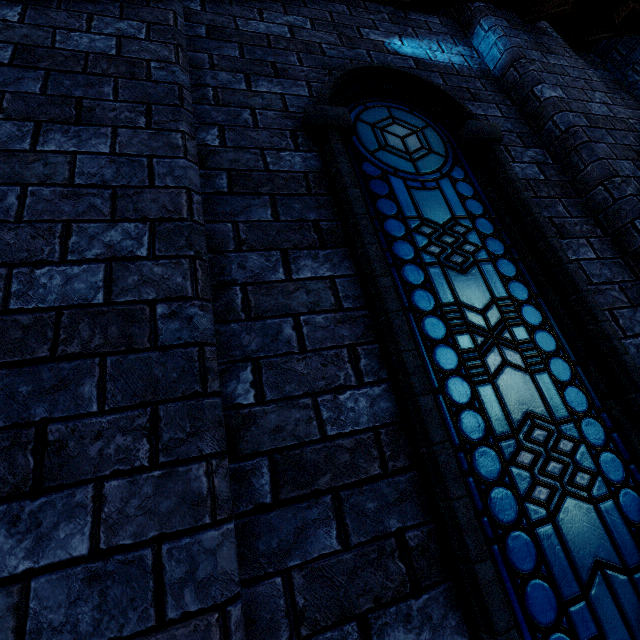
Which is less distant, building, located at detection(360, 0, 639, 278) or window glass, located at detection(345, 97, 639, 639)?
window glass, located at detection(345, 97, 639, 639)

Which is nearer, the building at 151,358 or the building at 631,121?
the building at 151,358

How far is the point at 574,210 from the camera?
2.42m

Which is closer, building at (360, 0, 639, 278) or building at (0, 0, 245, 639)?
building at (0, 0, 245, 639)

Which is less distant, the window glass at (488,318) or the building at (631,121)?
the window glass at (488,318)
